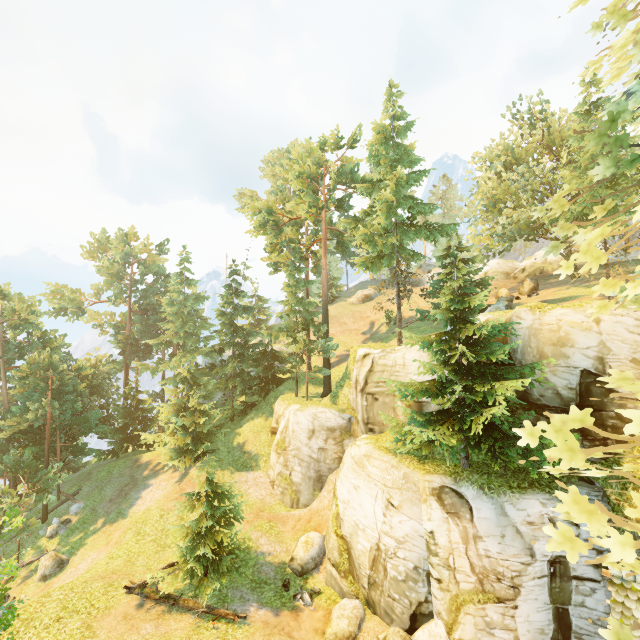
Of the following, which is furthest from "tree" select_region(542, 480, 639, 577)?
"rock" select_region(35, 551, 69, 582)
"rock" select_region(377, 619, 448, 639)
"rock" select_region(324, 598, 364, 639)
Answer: "rock" select_region(377, 619, 448, 639)

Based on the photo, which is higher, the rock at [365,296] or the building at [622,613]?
the rock at [365,296]

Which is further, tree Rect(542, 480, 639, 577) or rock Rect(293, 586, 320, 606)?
rock Rect(293, 586, 320, 606)

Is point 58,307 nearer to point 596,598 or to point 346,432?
point 346,432

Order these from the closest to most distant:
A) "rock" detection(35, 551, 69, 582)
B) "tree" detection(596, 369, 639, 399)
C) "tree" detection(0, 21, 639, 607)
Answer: "tree" detection(596, 369, 639, 399) < "tree" detection(0, 21, 639, 607) < "rock" detection(35, 551, 69, 582)

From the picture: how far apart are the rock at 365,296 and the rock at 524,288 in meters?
21.9

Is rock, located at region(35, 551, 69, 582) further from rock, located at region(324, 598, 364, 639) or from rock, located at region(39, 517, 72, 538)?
rock, located at region(324, 598, 364, 639)

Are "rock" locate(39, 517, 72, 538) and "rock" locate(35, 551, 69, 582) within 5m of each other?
yes
